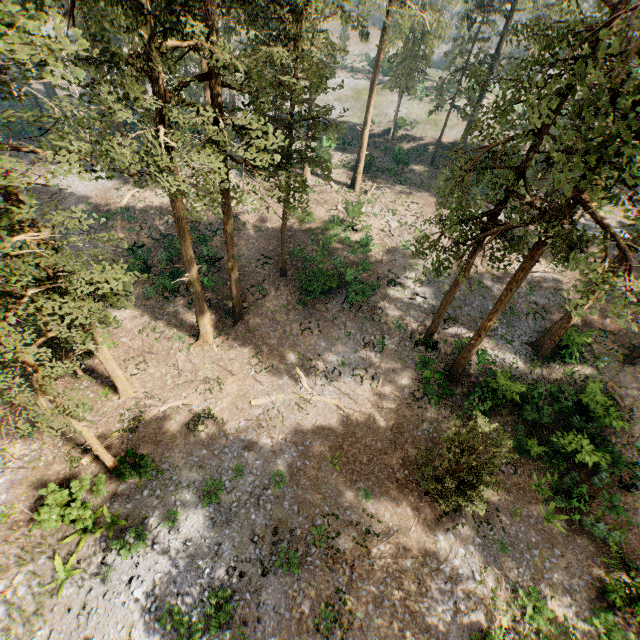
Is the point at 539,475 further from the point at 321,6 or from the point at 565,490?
the point at 321,6

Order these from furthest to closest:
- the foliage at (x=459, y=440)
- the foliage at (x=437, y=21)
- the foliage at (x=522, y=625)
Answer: the foliage at (x=437, y=21)
the foliage at (x=522, y=625)
the foliage at (x=459, y=440)

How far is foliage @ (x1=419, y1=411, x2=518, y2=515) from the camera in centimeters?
1380cm

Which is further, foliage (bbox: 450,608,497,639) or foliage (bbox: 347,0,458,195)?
foliage (bbox: 347,0,458,195)

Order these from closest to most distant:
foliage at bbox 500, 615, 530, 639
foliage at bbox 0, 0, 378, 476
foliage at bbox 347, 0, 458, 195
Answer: foliage at bbox 0, 0, 378, 476 → foliage at bbox 500, 615, 530, 639 → foliage at bbox 347, 0, 458, 195

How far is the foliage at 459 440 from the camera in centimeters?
1380cm

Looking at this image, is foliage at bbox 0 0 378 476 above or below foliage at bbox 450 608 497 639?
above
